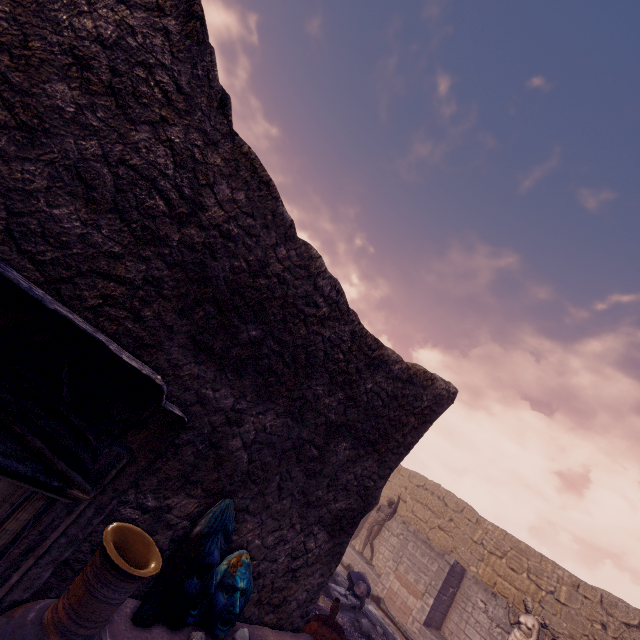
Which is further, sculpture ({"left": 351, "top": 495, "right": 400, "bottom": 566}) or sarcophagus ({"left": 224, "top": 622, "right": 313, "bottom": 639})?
sculpture ({"left": 351, "top": 495, "right": 400, "bottom": 566})

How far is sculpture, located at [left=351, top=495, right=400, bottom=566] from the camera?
13.9m

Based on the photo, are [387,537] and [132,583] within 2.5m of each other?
no

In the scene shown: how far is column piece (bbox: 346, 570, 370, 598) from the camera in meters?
9.1

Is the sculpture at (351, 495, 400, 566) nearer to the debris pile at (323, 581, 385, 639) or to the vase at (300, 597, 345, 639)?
the debris pile at (323, 581, 385, 639)

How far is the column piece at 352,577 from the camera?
9.1 meters

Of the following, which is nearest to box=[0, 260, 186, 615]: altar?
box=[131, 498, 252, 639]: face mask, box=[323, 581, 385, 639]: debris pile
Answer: box=[131, 498, 252, 639]: face mask

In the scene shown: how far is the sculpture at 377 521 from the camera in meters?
13.9 m
